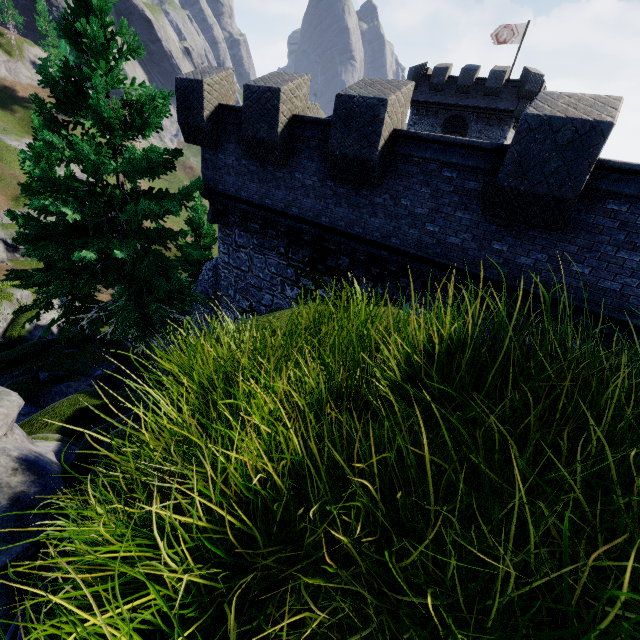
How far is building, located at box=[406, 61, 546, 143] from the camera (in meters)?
27.52

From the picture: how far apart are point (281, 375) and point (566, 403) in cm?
179

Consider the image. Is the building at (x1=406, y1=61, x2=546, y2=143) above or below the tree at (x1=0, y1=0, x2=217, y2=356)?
above

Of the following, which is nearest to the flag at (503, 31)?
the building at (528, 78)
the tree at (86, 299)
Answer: the building at (528, 78)

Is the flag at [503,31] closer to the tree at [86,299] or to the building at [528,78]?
the building at [528,78]

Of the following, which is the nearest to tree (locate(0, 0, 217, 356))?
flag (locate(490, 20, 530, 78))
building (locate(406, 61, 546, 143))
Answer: building (locate(406, 61, 546, 143))

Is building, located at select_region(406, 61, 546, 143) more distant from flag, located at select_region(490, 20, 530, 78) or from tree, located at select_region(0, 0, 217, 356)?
tree, located at select_region(0, 0, 217, 356)
